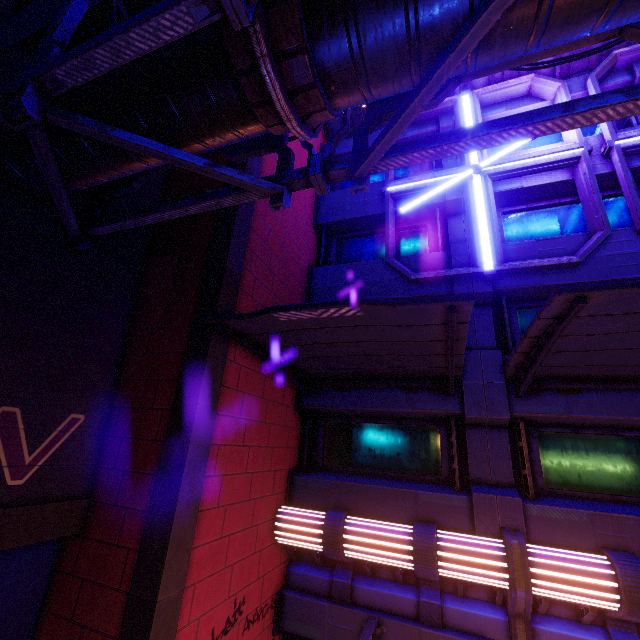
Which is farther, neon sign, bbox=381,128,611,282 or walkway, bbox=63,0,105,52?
neon sign, bbox=381,128,611,282

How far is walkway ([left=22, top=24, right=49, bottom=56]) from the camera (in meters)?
5.32

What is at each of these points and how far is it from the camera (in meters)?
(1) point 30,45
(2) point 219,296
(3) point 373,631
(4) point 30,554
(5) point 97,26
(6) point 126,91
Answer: (1) walkway, 5.34
(2) column, 5.68
(3) street light, 6.01
(4) tunnel, 4.76
(5) walkway, 5.15
(6) pipe, 3.53

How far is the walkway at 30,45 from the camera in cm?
532

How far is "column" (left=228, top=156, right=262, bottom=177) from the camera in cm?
681

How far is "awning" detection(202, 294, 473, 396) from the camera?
4.3 meters

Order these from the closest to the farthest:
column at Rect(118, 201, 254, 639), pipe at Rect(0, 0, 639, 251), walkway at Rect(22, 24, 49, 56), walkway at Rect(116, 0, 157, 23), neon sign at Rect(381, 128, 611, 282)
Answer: pipe at Rect(0, 0, 639, 251)
column at Rect(118, 201, 254, 639)
walkway at Rect(116, 0, 157, 23)
walkway at Rect(22, 24, 49, 56)
neon sign at Rect(381, 128, 611, 282)

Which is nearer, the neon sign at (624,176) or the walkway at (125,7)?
the walkway at (125,7)
